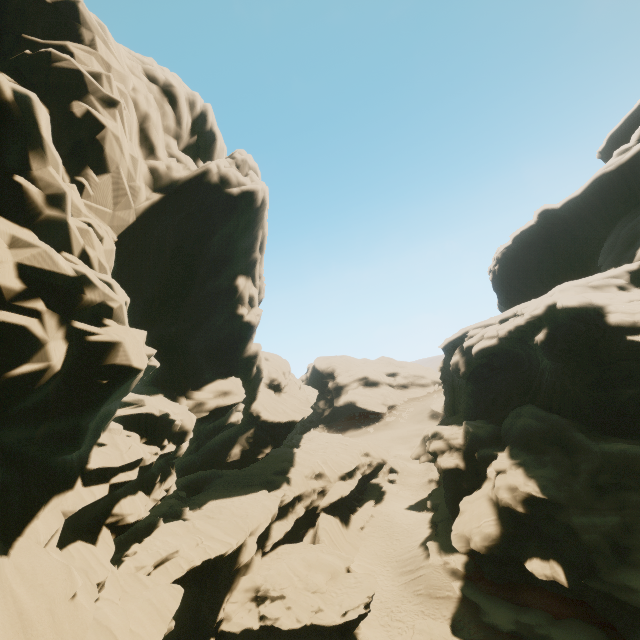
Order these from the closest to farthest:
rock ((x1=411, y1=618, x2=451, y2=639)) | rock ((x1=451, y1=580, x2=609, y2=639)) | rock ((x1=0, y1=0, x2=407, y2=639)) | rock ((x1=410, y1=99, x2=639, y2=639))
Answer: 1. rock ((x1=0, y1=0, x2=407, y2=639))
2. rock ((x1=451, y1=580, x2=609, y2=639))
3. rock ((x1=410, y1=99, x2=639, y2=639))
4. rock ((x1=411, y1=618, x2=451, y2=639))

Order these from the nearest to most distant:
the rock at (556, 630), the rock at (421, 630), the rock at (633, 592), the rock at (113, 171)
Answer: the rock at (113, 171) → the rock at (556, 630) → the rock at (633, 592) → the rock at (421, 630)

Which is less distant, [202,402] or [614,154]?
[202,402]

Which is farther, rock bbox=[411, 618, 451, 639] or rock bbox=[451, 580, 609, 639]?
rock bbox=[411, 618, 451, 639]

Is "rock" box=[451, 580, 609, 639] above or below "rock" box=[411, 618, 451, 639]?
above

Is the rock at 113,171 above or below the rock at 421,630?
above
